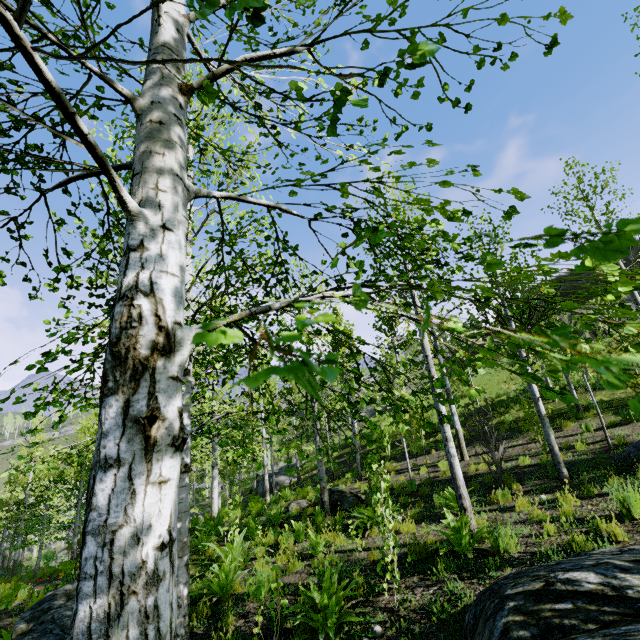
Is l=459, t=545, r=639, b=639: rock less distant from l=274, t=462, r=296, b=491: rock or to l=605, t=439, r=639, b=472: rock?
l=605, t=439, r=639, b=472: rock

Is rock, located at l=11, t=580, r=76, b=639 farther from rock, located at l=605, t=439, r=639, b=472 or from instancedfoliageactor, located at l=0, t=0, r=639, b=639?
rock, located at l=605, t=439, r=639, b=472

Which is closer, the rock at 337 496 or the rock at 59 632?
the rock at 59 632

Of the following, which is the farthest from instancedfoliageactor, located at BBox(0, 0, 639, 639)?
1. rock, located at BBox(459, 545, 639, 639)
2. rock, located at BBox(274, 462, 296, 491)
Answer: rock, located at BBox(274, 462, 296, 491)

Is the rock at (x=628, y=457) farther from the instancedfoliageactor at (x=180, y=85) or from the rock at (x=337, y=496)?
the rock at (x=337, y=496)

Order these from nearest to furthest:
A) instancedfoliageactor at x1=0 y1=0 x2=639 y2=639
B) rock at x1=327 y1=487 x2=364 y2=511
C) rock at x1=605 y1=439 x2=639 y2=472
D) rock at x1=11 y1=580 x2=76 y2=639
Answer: instancedfoliageactor at x1=0 y1=0 x2=639 y2=639
rock at x1=11 y1=580 x2=76 y2=639
rock at x1=605 y1=439 x2=639 y2=472
rock at x1=327 y1=487 x2=364 y2=511

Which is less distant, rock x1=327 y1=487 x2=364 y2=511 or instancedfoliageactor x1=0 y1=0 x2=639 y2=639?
instancedfoliageactor x1=0 y1=0 x2=639 y2=639

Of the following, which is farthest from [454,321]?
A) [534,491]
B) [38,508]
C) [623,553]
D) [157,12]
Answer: [38,508]
